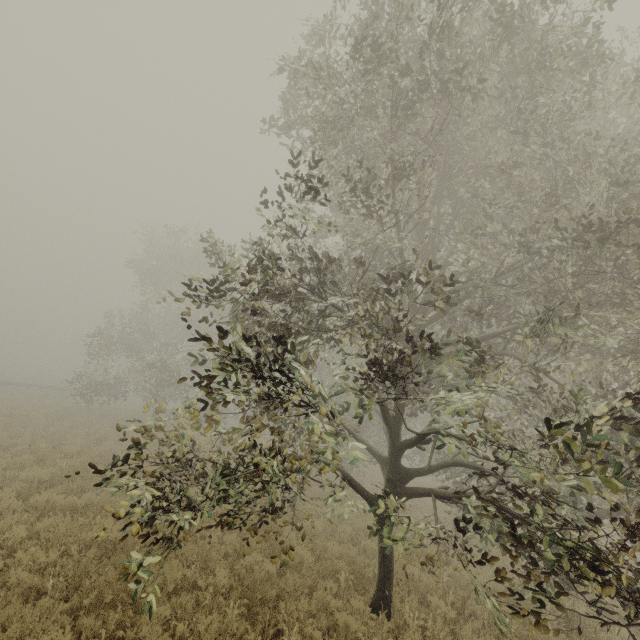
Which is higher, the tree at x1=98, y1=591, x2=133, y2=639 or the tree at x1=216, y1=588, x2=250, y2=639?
the tree at x1=98, y1=591, x2=133, y2=639

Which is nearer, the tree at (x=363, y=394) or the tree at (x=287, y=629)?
the tree at (x=363, y=394)

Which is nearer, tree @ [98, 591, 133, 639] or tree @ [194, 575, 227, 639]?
tree @ [98, 591, 133, 639]

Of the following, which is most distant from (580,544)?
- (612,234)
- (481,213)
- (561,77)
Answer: (561,77)

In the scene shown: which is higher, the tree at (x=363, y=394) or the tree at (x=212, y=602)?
the tree at (x=363, y=394)
